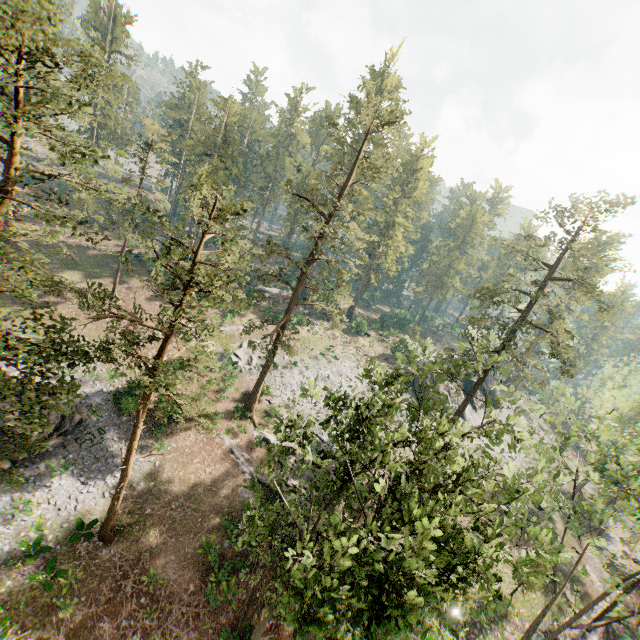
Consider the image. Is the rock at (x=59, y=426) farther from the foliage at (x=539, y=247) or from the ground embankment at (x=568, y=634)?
the ground embankment at (x=568, y=634)

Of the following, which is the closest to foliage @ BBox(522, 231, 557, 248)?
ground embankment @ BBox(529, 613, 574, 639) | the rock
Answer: ground embankment @ BBox(529, 613, 574, 639)

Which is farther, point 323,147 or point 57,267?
point 323,147

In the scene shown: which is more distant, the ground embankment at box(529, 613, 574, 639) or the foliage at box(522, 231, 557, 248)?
the foliage at box(522, 231, 557, 248)

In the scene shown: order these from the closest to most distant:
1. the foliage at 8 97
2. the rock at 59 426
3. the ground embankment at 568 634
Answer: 1. the foliage at 8 97
2. the rock at 59 426
3. the ground embankment at 568 634

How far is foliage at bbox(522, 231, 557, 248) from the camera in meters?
25.8
